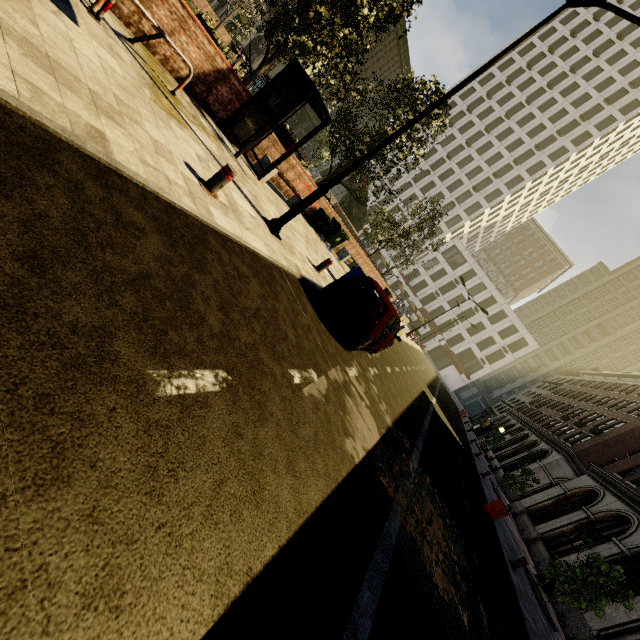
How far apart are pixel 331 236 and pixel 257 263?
10.5m

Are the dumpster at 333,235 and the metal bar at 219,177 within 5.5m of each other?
no

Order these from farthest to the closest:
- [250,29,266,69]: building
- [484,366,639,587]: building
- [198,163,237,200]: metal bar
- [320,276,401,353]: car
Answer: [250,29,266,69]: building, [484,366,639,587]: building, [320,276,401,353]: car, [198,163,237,200]: metal bar

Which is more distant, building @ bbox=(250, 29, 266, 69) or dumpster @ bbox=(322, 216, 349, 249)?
building @ bbox=(250, 29, 266, 69)

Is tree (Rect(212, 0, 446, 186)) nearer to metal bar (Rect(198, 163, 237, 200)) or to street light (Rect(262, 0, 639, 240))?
street light (Rect(262, 0, 639, 240))

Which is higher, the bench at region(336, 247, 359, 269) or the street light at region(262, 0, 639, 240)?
the bench at region(336, 247, 359, 269)

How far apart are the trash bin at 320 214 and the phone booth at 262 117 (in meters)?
4.82

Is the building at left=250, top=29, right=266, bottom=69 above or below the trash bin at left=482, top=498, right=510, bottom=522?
above
